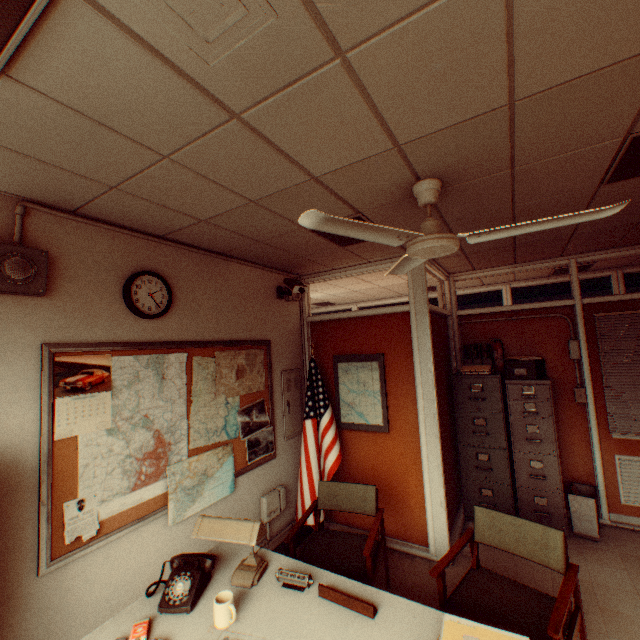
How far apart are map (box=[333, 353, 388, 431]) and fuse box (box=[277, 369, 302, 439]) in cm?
54

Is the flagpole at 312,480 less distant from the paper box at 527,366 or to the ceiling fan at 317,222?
the ceiling fan at 317,222

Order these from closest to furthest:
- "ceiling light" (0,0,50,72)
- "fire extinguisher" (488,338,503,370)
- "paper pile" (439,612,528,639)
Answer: "ceiling light" (0,0,50,72) < "paper pile" (439,612,528,639) < "fire extinguisher" (488,338,503,370)

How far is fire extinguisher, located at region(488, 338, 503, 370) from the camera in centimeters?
471cm

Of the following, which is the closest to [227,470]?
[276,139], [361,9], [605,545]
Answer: [276,139]

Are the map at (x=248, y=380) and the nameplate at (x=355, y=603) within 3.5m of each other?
yes

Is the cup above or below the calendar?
below

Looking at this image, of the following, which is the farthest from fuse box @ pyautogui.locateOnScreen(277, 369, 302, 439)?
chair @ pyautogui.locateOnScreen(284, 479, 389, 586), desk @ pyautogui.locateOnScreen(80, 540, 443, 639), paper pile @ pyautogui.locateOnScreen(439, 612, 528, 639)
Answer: paper pile @ pyautogui.locateOnScreen(439, 612, 528, 639)
